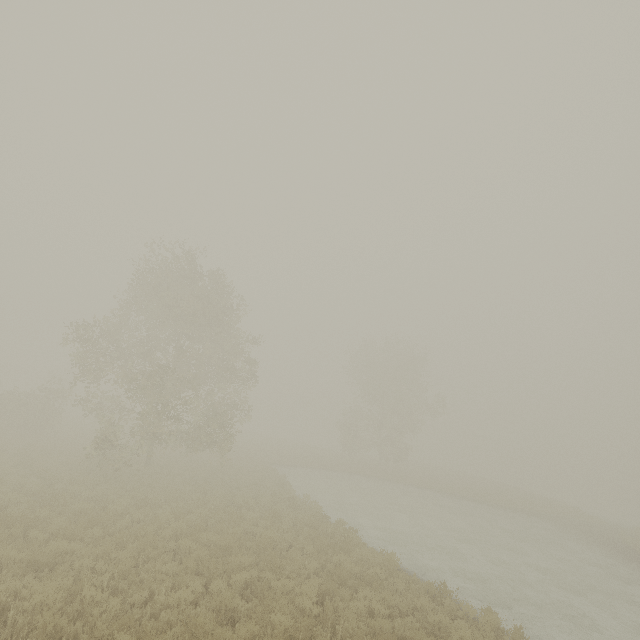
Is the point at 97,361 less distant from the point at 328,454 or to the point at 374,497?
the point at 374,497
